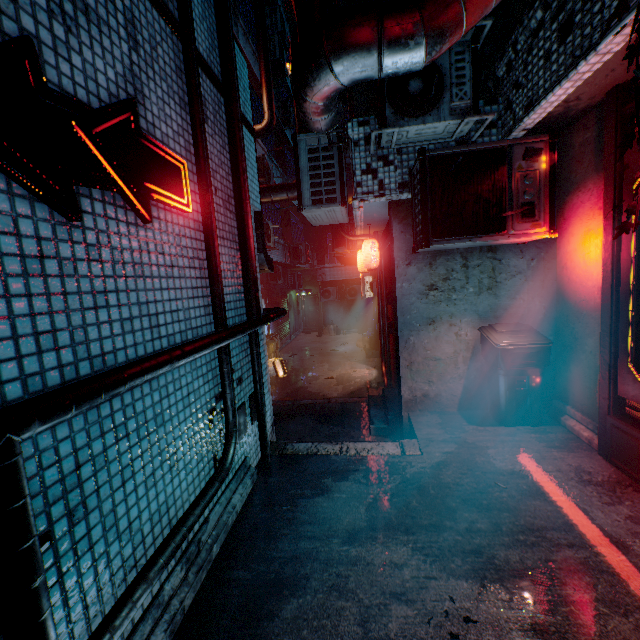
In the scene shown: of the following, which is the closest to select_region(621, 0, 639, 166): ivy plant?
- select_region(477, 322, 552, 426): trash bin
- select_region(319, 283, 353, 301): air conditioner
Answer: select_region(477, 322, 552, 426): trash bin

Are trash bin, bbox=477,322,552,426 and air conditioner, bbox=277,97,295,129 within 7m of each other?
no

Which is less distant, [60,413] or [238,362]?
[60,413]

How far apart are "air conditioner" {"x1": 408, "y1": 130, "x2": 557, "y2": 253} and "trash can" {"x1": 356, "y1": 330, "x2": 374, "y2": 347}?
9.6 meters

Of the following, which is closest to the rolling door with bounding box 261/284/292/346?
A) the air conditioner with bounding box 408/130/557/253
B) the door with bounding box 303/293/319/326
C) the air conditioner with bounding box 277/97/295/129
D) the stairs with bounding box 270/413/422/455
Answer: the door with bounding box 303/293/319/326

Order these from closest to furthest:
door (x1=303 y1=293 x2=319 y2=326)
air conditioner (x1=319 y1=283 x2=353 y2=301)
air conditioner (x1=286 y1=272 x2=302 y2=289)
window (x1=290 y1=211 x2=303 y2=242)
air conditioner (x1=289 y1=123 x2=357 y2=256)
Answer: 1. air conditioner (x1=289 y1=123 x2=357 y2=256)
2. window (x1=290 y1=211 x2=303 y2=242)
3. air conditioner (x1=286 y1=272 x2=302 y2=289)
4. air conditioner (x1=319 y1=283 x2=353 y2=301)
5. door (x1=303 y1=293 x2=319 y2=326)

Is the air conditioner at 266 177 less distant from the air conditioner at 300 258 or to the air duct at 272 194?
the air duct at 272 194

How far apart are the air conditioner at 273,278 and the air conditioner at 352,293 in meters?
3.8
